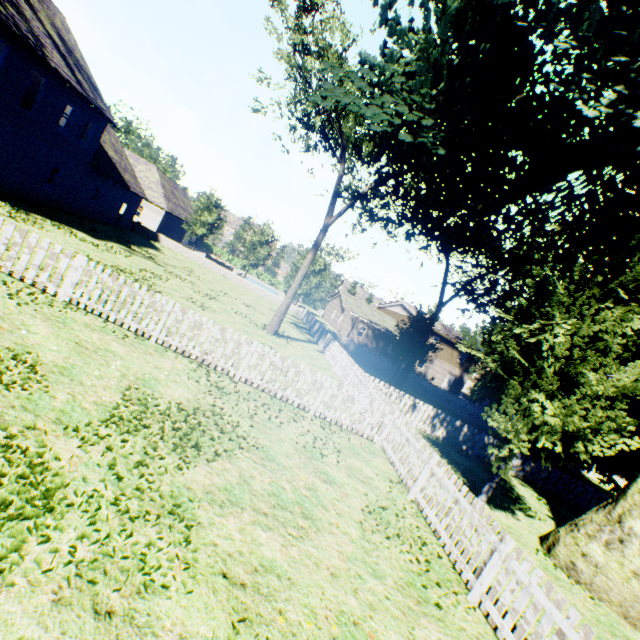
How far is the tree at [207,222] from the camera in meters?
35.5

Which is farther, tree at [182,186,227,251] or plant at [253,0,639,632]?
tree at [182,186,227,251]

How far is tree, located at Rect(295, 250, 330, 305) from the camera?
38.4m

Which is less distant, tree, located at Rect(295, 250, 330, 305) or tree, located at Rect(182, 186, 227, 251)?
tree, located at Rect(182, 186, 227, 251)

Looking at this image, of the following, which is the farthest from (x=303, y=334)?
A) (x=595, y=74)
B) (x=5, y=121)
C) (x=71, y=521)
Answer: (x=71, y=521)

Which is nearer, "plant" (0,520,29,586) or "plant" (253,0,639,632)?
"plant" (0,520,29,586)

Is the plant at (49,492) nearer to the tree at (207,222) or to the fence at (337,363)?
the fence at (337,363)
